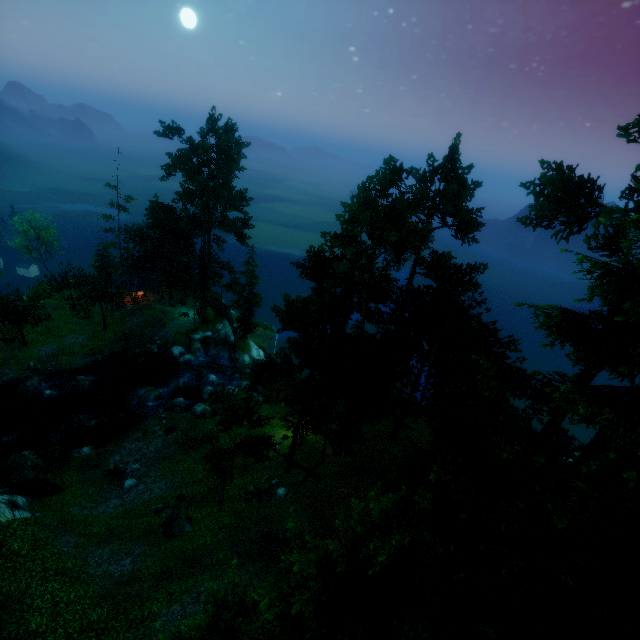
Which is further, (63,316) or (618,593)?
(63,316)

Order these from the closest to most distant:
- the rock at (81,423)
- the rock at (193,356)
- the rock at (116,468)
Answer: the rock at (116,468), the rock at (81,423), the rock at (193,356)

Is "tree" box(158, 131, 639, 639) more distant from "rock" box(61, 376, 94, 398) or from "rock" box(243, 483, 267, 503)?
"rock" box(61, 376, 94, 398)

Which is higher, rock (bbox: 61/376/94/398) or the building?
the building

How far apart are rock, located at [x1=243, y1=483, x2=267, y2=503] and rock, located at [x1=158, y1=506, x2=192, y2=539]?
3.3m

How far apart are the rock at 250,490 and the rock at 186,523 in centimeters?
329cm

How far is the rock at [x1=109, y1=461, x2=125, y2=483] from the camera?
25.0m

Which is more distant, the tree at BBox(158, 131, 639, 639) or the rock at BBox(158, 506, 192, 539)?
the rock at BBox(158, 506, 192, 539)
